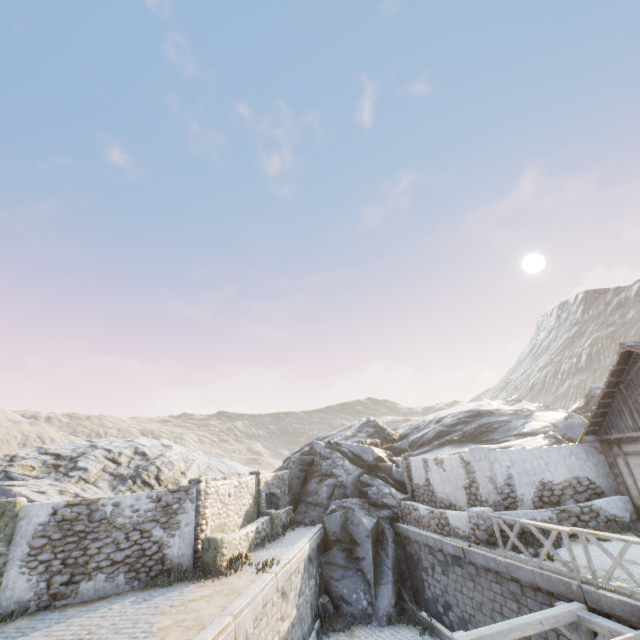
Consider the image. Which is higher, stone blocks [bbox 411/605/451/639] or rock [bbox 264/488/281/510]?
rock [bbox 264/488/281/510]

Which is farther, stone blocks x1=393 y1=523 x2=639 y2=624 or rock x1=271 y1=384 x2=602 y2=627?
rock x1=271 y1=384 x2=602 y2=627

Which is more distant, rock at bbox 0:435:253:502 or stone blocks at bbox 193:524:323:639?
rock at bbox 0:435:253:502

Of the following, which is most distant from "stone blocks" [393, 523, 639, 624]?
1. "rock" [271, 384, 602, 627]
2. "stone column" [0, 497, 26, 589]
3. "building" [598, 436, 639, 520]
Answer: "stone column" [0, 497, 26, 589]

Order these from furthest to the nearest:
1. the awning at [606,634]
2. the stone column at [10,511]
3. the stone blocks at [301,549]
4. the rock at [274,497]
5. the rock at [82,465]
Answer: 1. the rock at [274,497]
2. the rock at [82,465]
3. the stone column at [10,511]
4. the stone blocks at [301,549]
5. the awning at [606,634]

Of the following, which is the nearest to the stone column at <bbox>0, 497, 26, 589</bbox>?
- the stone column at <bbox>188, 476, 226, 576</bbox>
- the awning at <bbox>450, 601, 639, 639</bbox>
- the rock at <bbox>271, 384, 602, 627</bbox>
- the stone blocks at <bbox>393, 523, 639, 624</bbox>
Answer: the stone blocks at <bbox>393, 523, 639, 624</bbox>

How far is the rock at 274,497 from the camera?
19.1 meters

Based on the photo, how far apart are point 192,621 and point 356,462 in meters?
14.2 m
